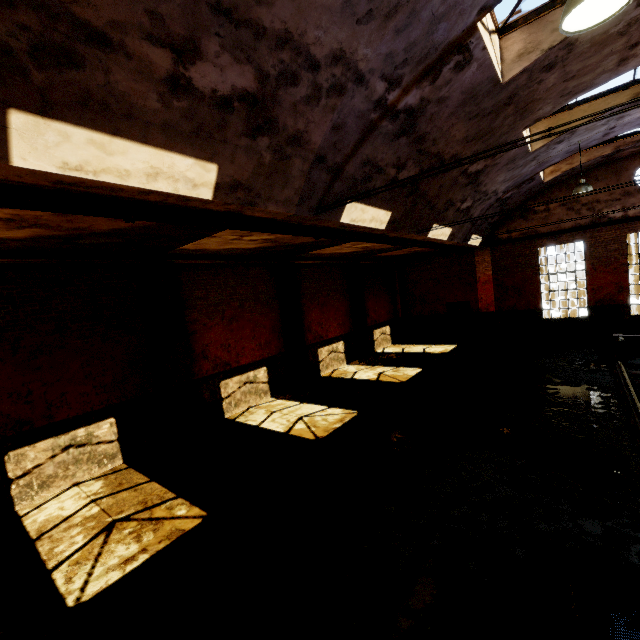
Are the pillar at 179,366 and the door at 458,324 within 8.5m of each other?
no

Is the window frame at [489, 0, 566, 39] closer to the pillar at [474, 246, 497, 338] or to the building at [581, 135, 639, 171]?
the building at [581, 135, 639, 171]

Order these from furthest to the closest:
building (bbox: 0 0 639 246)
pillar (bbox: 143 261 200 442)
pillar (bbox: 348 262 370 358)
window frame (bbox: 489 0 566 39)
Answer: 1. pillar (bbox: 348 262 370 358)
2. pillar (bbox: 143 261 200 442)
3. window frame (bbox: 489 0 566 39)
4. building (bbox: 0 0 639 246)

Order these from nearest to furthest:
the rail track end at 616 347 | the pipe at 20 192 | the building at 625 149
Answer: the pipe at 20 192, the rail track end at 616 347, the building at 625 149

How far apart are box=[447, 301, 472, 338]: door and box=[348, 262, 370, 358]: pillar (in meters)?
5.42

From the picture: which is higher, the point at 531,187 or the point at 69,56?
the point at 531,187

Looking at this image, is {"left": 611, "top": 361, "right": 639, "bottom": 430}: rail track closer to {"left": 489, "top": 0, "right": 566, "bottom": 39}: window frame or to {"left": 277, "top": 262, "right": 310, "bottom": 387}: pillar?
{"left": 489, "top": 0, "right": 566, "bottom": 39}: window frame

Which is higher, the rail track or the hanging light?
the hanging light
